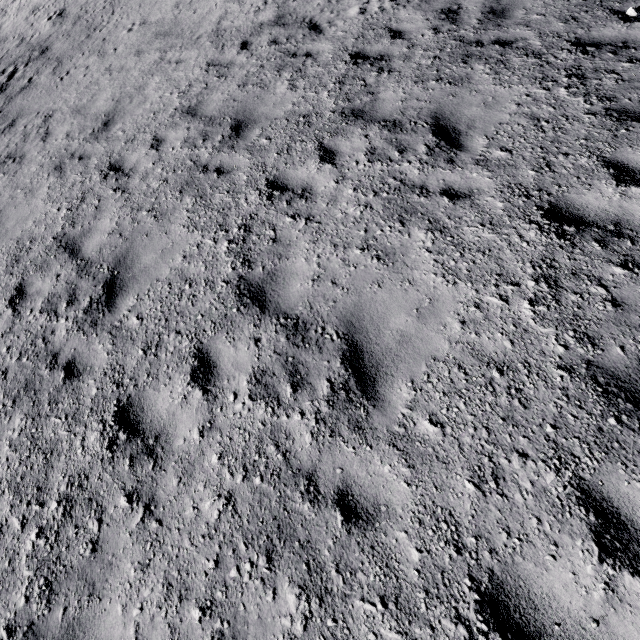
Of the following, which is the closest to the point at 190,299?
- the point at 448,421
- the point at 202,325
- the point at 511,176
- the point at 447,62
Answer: the point at 202,325
